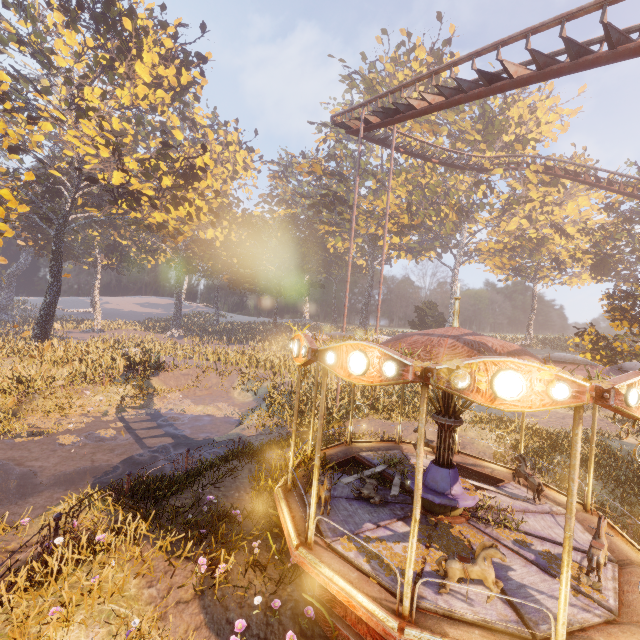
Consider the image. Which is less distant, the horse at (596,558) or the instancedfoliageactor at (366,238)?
the horse at (596,558)

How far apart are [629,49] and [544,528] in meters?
12.0 m

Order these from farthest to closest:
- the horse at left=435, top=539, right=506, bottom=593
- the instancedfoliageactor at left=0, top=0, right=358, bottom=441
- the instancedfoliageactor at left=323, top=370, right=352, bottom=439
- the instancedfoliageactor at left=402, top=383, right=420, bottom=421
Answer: the instancedfoliageactor at left=0, top=0, right=358, bottom=441 → the instancedfoliageactor at left=402, top=383, right=420, bottom=421 → the instancedfoliageactor at left=323, top=370, right=352, bottom=439 → the horse at left=435, top=539, right=506, bottom=593

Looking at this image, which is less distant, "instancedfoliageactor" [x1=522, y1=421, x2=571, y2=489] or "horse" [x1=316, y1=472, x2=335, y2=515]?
"horse" [x1=316, y1=472, x2=335, y2=515]

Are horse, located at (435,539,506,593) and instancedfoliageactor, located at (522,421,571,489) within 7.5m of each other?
no

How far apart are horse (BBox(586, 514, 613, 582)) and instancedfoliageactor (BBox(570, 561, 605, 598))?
0.0m

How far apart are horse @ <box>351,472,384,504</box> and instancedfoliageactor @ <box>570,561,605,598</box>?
3.0m

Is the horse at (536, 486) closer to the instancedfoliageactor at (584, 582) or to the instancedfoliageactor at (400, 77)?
Answer: the instancedfoliageactor at (584, 582)
